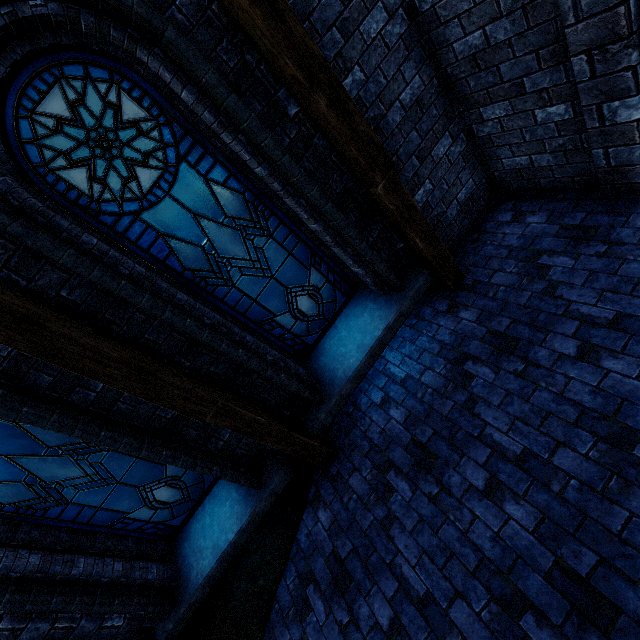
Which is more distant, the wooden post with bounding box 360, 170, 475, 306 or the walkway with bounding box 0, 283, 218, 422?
the wooden post with bounding box 360, 170, 475, 306

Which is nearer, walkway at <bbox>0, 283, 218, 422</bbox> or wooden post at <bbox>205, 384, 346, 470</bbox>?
walkway at <bbox>0, 283, 218, 422</bbox>

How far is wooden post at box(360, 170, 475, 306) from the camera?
3.3m

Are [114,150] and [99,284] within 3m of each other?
yes

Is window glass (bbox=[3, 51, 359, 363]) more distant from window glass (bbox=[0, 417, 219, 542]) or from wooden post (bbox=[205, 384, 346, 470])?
window glass (bbox=[0, 417, 219, 542])

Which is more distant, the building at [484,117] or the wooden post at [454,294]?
the wooden post at [454,294]

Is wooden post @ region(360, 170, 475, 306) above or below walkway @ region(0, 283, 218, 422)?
below

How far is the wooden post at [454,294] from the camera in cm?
333
